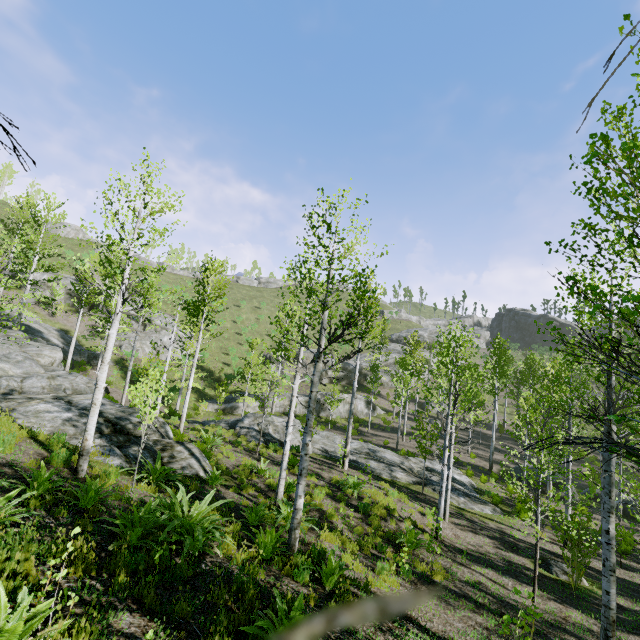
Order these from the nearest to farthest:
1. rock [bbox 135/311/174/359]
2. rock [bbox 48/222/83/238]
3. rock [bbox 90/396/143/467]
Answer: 1. rock [bbox 90/396/143/467]
2. rock [bbox 135/311/174/359]
3. rock [bbox 48/222/83/238]

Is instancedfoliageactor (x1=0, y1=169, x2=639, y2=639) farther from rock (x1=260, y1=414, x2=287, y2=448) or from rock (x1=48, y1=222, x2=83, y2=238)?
rock (x1=48, y1=222, x2=83, y2=238)

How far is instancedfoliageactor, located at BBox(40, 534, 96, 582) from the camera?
3.2 meters

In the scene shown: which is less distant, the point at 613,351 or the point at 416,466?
the point at 613,351

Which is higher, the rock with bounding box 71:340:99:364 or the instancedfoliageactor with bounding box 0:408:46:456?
the rock with bounding box 71:340:99:364

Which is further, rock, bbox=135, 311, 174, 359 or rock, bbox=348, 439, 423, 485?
rock, bbox=135, 311, 174, 359

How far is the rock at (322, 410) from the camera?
34.66m

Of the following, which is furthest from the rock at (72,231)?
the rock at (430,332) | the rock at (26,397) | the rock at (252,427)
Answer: the rock at (430,332)
